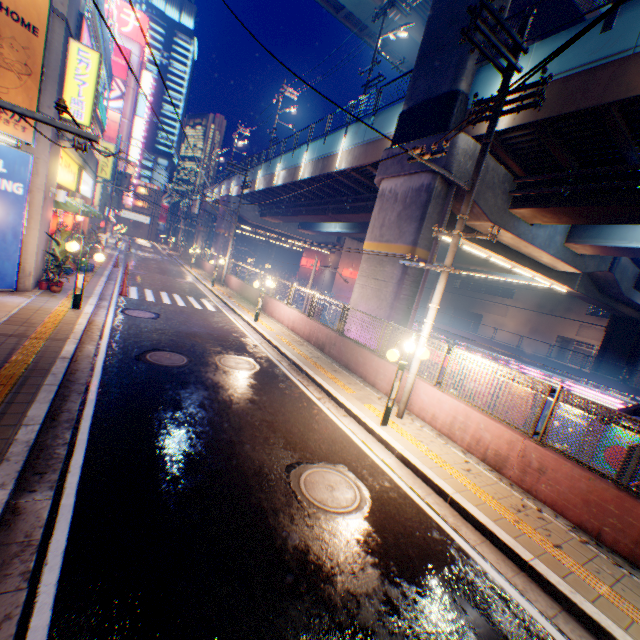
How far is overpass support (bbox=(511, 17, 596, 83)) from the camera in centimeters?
916cm

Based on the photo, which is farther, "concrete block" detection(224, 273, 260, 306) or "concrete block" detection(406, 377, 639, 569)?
"concrete block" detection(224, 273, 260, 306)

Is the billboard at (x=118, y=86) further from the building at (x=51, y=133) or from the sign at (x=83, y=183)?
the sign at (x=83, y=183)

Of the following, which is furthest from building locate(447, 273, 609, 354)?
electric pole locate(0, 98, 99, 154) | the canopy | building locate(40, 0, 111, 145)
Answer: building locate(40, 0, 111, 145)

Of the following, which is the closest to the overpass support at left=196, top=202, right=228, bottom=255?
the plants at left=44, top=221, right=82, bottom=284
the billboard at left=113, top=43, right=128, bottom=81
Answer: the plants at left=44, top=221, right=82, bottom=284

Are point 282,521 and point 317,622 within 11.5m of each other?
yes

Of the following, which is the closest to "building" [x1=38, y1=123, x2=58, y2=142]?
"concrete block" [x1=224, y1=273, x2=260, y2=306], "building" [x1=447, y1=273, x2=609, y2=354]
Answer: "concrete block" [x1=224, y1=273, x2=260, y2=306]

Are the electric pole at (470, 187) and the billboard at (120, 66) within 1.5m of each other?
no
